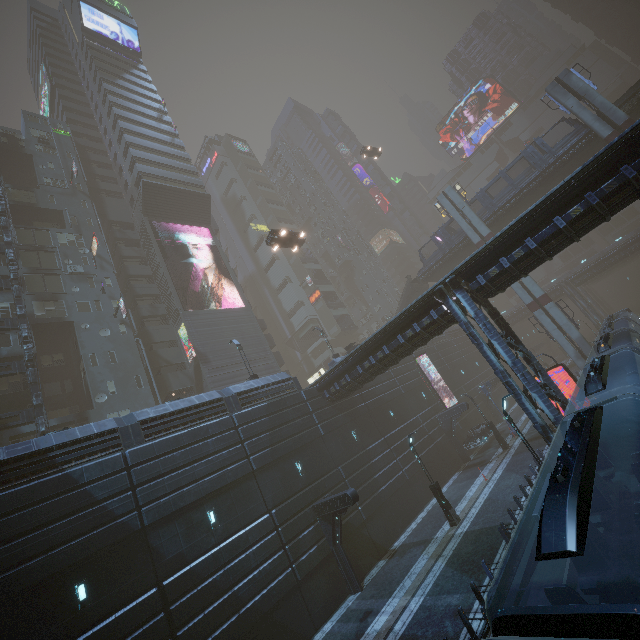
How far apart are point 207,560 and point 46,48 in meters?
80.1 m

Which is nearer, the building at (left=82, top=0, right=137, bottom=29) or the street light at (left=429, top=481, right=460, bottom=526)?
the street light at (left=429, top=481, right=460, bottom=526)

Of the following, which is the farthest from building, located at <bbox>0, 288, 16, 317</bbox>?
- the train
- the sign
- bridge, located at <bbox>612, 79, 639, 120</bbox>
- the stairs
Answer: bridge, located at <bbox>612, 79, 639, 120</bbox>

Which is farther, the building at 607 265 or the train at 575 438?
the building at 607 265

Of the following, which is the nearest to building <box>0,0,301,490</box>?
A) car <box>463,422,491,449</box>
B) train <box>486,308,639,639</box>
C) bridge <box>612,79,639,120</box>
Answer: car <box>463,422,491,449</box>

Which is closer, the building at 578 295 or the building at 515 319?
the building at 578 295

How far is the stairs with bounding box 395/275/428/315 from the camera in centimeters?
4534cm

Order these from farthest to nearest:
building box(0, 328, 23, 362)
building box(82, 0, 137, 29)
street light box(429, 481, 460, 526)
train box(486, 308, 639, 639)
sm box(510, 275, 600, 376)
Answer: building box(82, 0, 137, 29)
sm box(510, 275, 600, 376)
building box(0, 328, 23, 362)
street light box(429, 481, 460, 526)
train box(486, 308, 639, 639)
